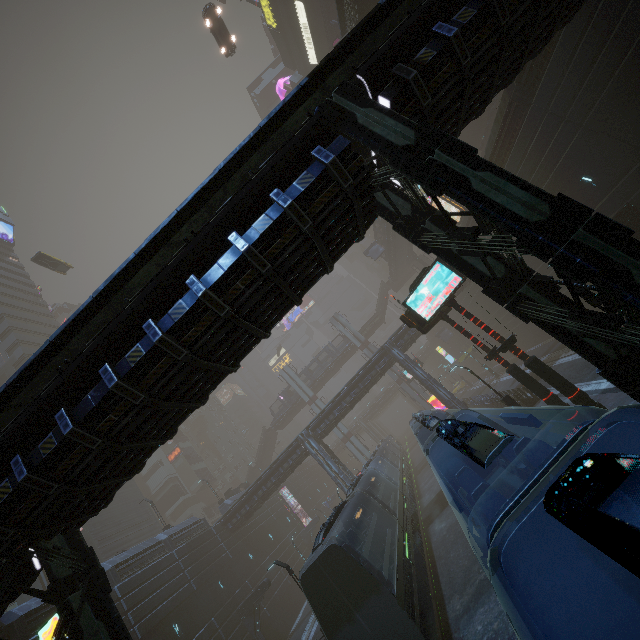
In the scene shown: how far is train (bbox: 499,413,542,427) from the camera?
6.1m

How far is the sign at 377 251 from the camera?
51.8 meters

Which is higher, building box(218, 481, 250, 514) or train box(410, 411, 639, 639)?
building box(218, 481, 250, 514)

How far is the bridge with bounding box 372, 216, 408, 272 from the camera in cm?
4619

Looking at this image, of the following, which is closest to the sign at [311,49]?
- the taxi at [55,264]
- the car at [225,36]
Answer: the car at [225,36]

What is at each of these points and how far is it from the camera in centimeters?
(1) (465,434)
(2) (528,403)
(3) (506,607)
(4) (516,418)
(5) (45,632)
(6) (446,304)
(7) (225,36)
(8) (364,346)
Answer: (1) train, 556cm
(2) building, 2259cm
(3) train rail, 1175cm
(4) train, 682cm
(5) sign, 861cm
(6) sign, 1664cm
(7) car, 3353cm
(8) sm, 5953cm

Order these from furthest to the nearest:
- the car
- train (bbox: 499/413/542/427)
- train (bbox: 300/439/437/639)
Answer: the car → train (bbox: 300/439/437/639) → train (bbox: 499/413/542/427)

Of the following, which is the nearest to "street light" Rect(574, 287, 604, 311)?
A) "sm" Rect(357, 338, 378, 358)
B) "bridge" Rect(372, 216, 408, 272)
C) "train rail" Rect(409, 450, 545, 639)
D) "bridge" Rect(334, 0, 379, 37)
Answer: "train rail" Rect(409, 450, 545, 639)
